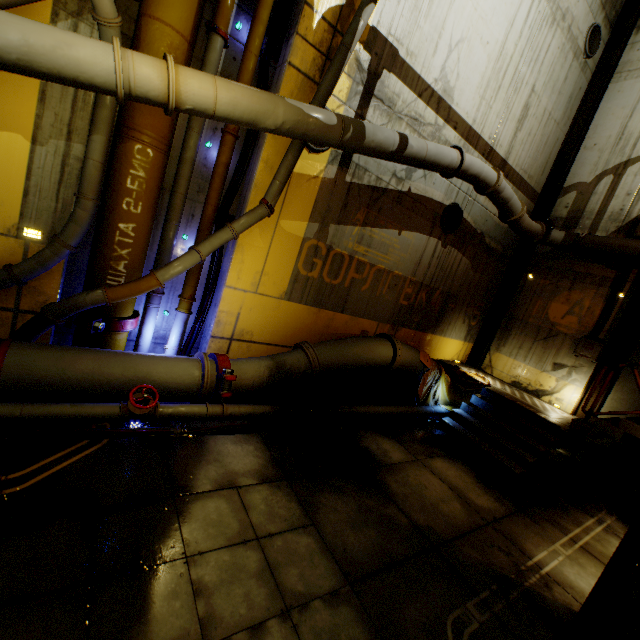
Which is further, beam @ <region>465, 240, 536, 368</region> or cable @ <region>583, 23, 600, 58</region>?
beam @ <region>465, 240, 536, 368</region>

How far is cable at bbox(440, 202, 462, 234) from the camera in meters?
8.6 m

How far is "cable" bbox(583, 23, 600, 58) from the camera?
9.2m

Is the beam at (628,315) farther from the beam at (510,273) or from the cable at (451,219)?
the cable at (451,219)

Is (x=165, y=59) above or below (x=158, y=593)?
above

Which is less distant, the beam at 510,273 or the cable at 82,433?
the cable at 82,433

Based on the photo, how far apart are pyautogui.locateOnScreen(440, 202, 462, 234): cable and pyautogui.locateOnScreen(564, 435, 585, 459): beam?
6.5m

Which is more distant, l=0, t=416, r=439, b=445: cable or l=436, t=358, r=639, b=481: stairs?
l=436, t=358, r=639, b=481: stairs
